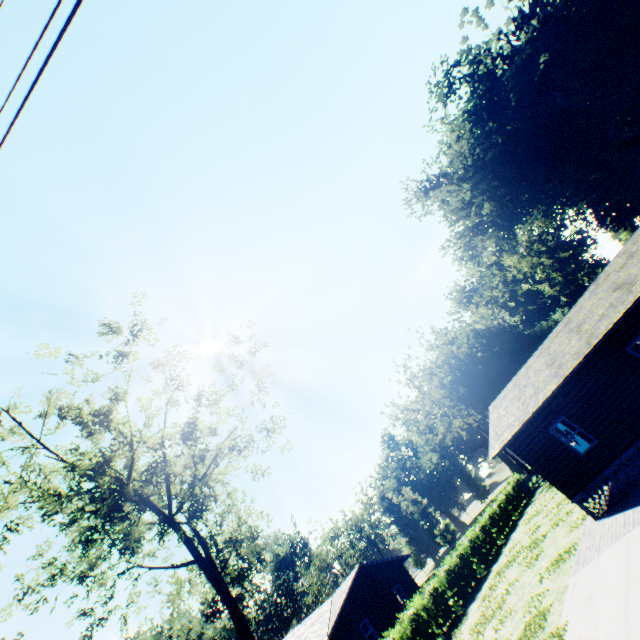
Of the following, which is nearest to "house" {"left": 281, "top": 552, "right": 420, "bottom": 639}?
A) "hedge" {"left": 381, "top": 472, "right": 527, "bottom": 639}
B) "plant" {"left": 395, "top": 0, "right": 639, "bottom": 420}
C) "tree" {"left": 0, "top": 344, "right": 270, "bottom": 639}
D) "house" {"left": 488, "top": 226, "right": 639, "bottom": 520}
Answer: "hedge" {"left": 381, "top": 472, "right": 527, "bottom": 639}

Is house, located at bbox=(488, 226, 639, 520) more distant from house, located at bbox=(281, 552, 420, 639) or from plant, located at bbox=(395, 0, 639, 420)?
house, located at bbox=(281, 552, 420, 639)

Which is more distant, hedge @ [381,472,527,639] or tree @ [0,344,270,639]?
hedge @ [381,472,527,639]

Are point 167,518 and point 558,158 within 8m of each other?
no

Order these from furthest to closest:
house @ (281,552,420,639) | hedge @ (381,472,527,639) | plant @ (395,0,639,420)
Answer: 1. plant @ (395,0,639,420)
2. house @ (281,552,420,639)
3. hedge @ (381,472,527,639)

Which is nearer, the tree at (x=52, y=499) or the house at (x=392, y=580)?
the tree at (x=52, y=499)

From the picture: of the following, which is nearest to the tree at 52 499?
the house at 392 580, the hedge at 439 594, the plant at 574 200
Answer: the hedge at 439 594

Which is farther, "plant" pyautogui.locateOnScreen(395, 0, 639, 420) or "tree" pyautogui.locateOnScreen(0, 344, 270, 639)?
"plant" pyautogui.locateOnScreen(395, 0, 639, 420)
